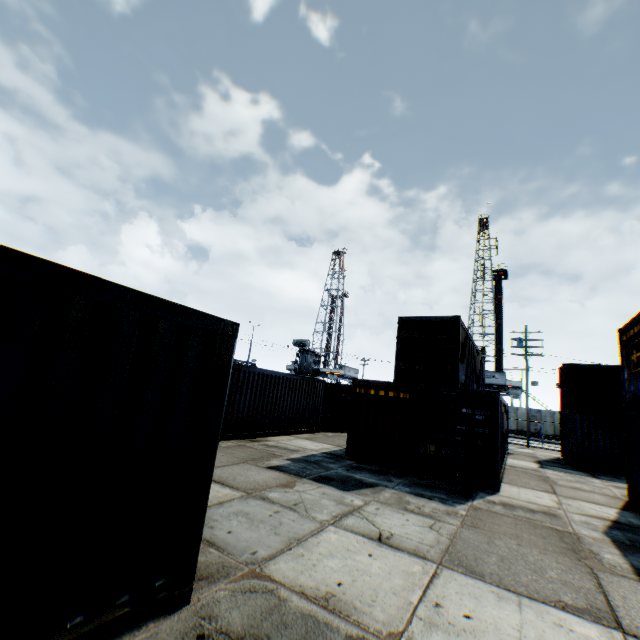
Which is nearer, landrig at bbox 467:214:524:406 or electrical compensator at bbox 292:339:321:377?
electrical compensator at bbox 292:339:321:377

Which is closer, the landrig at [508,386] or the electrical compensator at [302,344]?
the electrical compensator at [302,344]

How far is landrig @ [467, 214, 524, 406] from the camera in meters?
44.8

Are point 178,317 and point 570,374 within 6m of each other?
no

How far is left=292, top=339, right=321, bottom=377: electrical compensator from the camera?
33.1 meters

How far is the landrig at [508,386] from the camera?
44.8m
